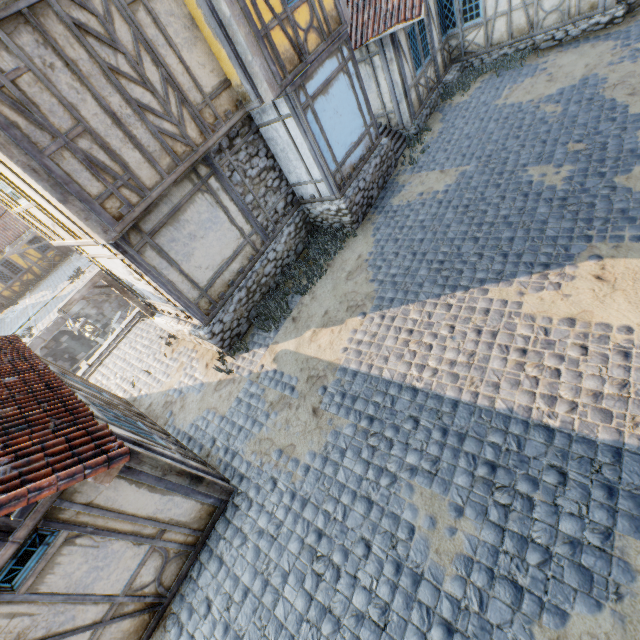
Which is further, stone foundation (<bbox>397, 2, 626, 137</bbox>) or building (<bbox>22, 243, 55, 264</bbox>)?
building (<bbox>22, 243, 55, 264</bbox>)

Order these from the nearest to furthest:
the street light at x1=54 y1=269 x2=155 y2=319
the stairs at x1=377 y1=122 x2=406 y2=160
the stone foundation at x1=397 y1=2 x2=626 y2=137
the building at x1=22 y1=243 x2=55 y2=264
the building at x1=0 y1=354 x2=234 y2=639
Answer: the building at x1=0 y1=354 x2=234 y2=639
the street light at x1=54 y1=269 x2=155 y2=319
the stone foundation at x1=397 y1=2 x2=626 y2=137
the stairs at x1=377 y1=122 x2=406 y2=160
the building at x1=22 y1=243 x2=55 y2=264

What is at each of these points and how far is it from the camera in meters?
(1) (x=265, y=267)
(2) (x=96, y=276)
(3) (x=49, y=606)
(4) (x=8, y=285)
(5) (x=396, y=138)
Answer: (1) stone foundation, 9.3 m
(2) street light, 8.7 m
(3) building, 4.1 m
(4) building, 24.2 m
(5) stairs, 11.6 m

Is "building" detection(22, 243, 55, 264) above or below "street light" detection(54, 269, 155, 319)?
below

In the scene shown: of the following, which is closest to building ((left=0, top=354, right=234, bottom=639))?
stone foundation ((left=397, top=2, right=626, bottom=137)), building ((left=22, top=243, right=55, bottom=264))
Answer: stone foundation ((left=397, top=2, right=626, bottom=137))

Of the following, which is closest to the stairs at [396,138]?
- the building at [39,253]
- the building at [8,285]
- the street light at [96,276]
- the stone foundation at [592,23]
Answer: the stone foundation at [592,23]

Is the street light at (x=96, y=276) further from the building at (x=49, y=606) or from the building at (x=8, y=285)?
the building at (x=8, y=285)

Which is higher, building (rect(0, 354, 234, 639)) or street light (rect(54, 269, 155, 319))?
street light (rect(54, 269, 155, 319))
